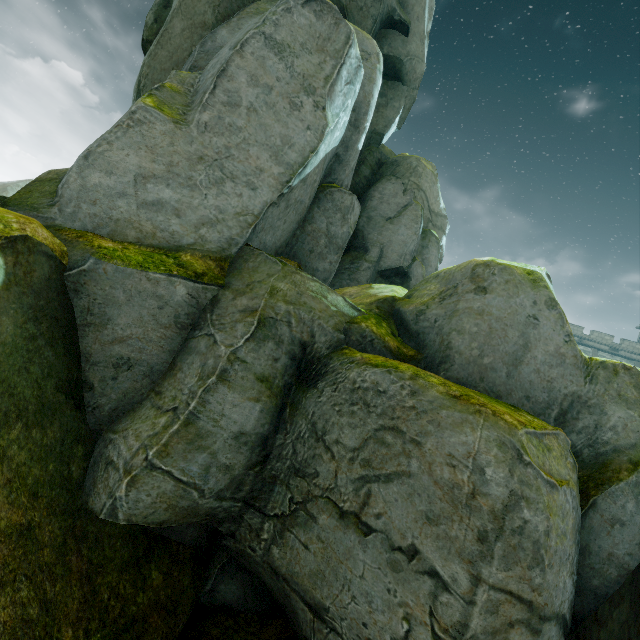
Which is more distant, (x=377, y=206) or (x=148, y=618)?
(x=377, y=206)
